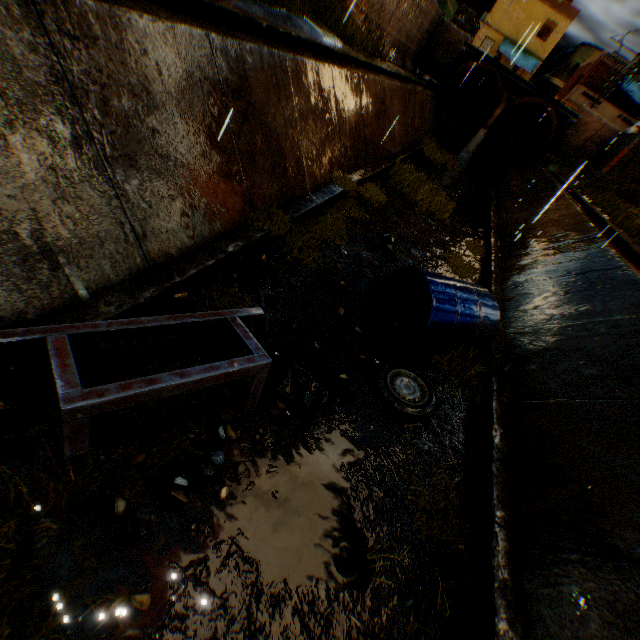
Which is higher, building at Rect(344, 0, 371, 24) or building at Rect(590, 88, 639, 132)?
building at Rect(590, 88, 639, 132)

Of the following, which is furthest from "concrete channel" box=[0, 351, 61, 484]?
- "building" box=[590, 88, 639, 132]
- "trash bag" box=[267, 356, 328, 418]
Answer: "building" box=[590, 88, 639, 132]

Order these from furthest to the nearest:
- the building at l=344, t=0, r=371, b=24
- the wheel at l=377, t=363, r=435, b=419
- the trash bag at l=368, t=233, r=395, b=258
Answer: the building at l=344, t=0, r=371, b=24 < the trash bag at l=368, t=233, r=395, b=258 < the wheel at l=377, t=363, r=435, b=419

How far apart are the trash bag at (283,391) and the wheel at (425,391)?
1.0m

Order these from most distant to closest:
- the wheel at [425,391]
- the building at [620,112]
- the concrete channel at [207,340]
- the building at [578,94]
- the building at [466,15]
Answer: the building at [466,15] < the building at [578,94] < the building at [620,112] < the wheel at [425,391] < the concrete channel at [207,340]

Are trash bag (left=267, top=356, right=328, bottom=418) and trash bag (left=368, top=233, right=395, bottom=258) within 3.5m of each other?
no

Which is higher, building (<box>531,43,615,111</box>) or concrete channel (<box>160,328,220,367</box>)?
building (<box>531,43,615,111</box>)

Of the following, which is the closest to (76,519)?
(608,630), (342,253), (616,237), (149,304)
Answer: (149,304)
